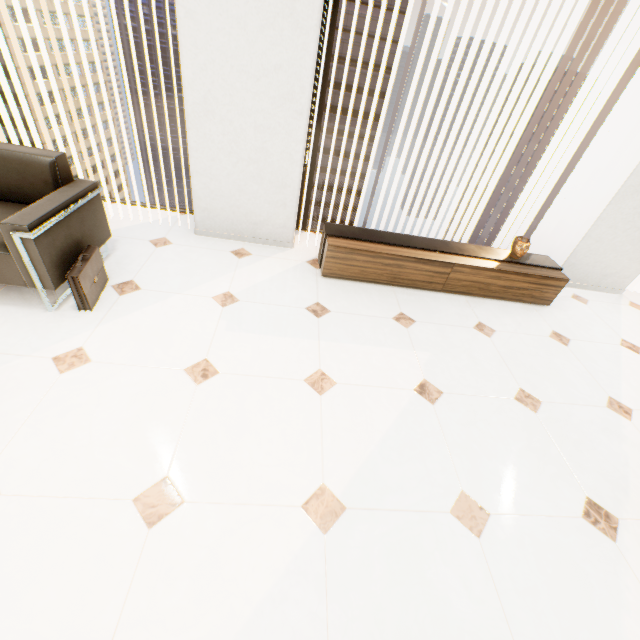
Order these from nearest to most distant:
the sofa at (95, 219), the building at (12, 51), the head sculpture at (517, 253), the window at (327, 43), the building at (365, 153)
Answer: the sofa at (95, 219), the window at (327, 43), the head sculpture at (517, 253), the building at (365, 153), the building at (12, 51)

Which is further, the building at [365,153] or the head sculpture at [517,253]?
the building at [365,153]

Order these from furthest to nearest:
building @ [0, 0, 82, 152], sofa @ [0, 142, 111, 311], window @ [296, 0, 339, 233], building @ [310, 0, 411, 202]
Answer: building @ [0, 0, 82, 152]
building @ [310, 0, 411, 202]
window @ [296, 0, 339, 233]
sofa @ [0, 142, 111, 311]

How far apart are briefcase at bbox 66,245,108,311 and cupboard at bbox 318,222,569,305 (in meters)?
1.76

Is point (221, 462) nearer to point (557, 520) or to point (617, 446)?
point (557, 520)

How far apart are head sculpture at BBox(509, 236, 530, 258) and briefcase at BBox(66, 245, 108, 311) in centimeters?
365cm

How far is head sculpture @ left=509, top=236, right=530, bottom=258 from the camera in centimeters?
311cm

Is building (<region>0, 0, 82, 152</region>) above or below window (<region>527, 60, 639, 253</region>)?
below
